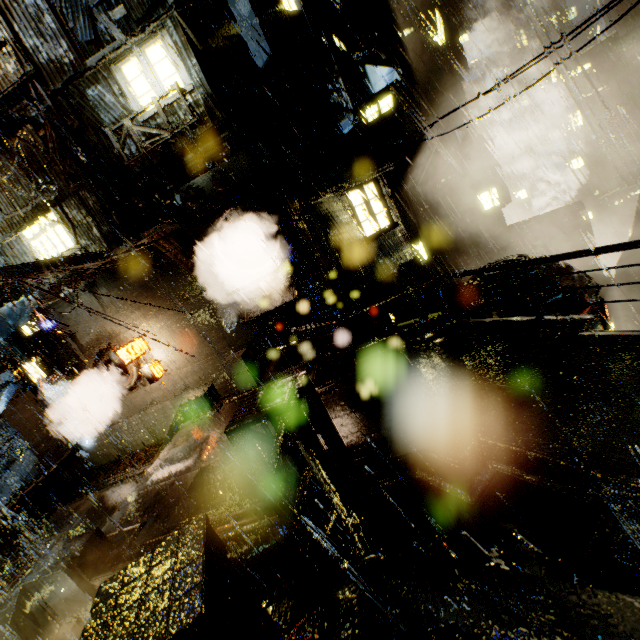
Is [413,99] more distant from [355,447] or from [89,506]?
[89,506]

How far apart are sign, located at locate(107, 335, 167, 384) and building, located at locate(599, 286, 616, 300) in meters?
23.3 m

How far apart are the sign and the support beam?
10.4m

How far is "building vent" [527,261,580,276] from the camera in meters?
13.1 m

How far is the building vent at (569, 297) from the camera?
12.5m

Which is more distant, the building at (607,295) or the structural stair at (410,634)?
the building at (607,295)

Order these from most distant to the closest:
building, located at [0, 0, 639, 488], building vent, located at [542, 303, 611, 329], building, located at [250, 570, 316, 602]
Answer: building vent, located at [542, 303, 611, 329] < building, located at [0, 0, 639, 488] < building, located at [250, 570, 316, 602]

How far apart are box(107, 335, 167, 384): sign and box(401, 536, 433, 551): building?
12.36m
